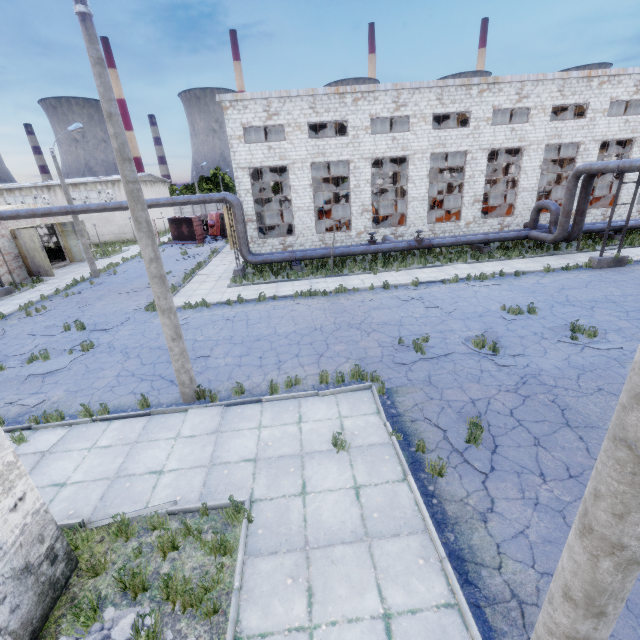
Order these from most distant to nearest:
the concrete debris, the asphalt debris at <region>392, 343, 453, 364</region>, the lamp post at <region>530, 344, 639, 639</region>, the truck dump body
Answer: the truck dump body < the asphalt debris at <region>392, 343, 453, 364</region> < the concrete debris < the lamp post at <region>530, 344, 639, 639</region>

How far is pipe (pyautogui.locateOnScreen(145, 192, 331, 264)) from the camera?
19.5 meters

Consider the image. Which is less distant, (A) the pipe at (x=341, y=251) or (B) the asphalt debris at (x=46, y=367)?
(B) the asphalt debris at (x=46, y=367)

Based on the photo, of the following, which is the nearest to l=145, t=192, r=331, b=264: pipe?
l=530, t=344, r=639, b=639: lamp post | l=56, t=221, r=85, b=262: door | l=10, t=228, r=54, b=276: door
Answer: l=10, t=228, r=54, b=276: door

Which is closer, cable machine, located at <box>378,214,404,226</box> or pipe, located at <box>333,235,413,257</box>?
pipe, located at <box>333,235,413,257</box>

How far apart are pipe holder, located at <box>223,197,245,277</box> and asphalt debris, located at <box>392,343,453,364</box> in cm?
1356

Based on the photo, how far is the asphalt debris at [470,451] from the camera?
6.4 meters

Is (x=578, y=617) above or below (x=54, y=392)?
above
